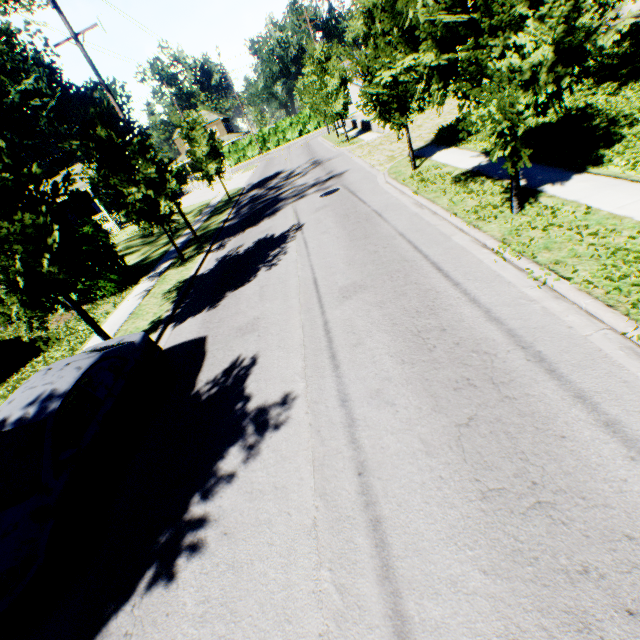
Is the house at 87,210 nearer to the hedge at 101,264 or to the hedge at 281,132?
the hedge at 101,264

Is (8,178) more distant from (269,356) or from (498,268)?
(498,268)

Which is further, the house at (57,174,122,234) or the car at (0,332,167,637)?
the house at (57,174,122,234)

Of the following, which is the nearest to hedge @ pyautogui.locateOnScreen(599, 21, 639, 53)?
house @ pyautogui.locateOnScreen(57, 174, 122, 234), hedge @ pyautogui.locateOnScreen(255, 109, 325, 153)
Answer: house @ pyautogui.locateOnScreen(57, 174, 122, 234)

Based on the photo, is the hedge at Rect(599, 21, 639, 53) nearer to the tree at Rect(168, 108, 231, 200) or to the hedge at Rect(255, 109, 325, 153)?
the tree at Rect(168, 108, 231, 200)

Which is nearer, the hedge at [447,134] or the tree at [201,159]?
the hedge at [447,134]

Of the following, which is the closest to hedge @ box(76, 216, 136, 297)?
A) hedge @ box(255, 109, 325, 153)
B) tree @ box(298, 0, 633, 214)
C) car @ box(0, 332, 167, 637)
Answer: tree @ box(298, 0, 633, 214)

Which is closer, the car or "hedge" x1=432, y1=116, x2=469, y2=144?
the car
